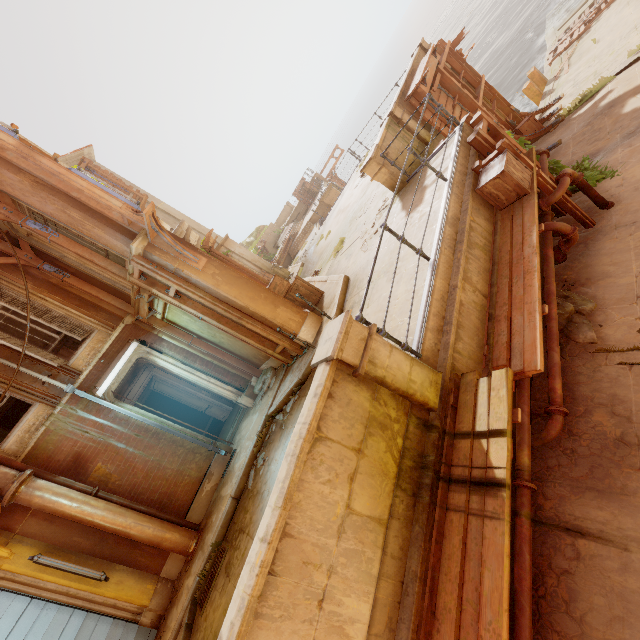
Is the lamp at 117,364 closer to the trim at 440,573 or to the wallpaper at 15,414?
the wallpaper at 15,414

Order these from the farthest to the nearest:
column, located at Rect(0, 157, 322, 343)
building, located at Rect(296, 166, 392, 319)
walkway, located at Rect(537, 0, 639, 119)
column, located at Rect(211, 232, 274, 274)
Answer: column, located at Rect(211, 232, 274, 274) < walkway, located at Rect(537, 0, 639, 119) < building, located at Rect(296, 166, 392, 319) < column, located at Rect(0, 157, 322, 343)

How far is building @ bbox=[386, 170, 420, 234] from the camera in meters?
7.2

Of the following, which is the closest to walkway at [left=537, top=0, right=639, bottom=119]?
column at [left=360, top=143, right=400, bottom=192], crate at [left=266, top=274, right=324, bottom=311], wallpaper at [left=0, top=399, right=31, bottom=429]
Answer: column at [left=360, top=143, right=400, bottom=192]

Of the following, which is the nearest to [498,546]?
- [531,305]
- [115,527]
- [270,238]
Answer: [531,305]

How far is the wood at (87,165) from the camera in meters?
15.7

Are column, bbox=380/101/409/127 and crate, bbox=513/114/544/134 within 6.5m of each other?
yes

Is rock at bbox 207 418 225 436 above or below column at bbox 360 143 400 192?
below
